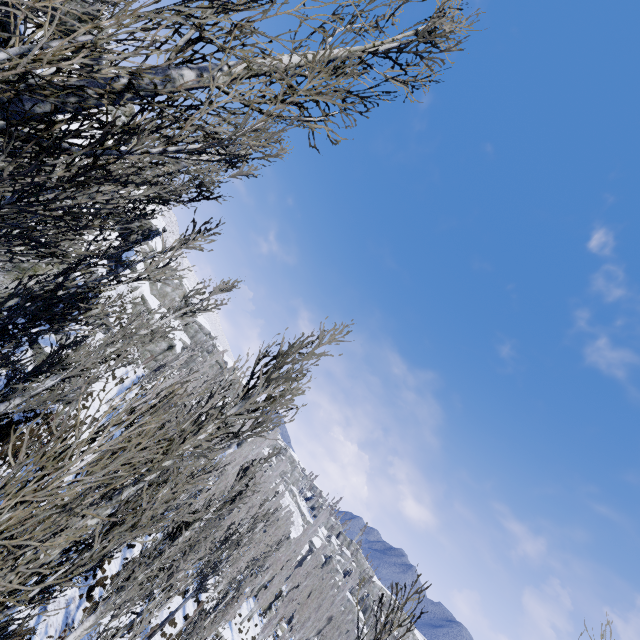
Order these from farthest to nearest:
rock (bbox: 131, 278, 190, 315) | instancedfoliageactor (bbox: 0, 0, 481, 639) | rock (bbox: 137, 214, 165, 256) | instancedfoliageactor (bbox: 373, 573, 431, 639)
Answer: rock (bbox: 131, 278, 190, 315) → rock (bbox: 137, 214, 165, 256) → instancedfoliageactor (bbox: 373, 573, 431, 639) → instancedfoliageactor (bbox: 0, 0, 481, 639)

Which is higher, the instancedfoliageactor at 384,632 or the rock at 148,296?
the rock at 148,296

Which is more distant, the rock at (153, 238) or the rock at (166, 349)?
the rock at (166, 349)

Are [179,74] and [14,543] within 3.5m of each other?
no

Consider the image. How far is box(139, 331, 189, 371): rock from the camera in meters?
46.5 m

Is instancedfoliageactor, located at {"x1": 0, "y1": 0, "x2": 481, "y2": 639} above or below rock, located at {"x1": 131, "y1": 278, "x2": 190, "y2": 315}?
below

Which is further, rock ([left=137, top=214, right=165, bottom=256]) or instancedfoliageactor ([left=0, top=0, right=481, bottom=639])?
rock ([left=137, top=214, right=165, bottom=256])
